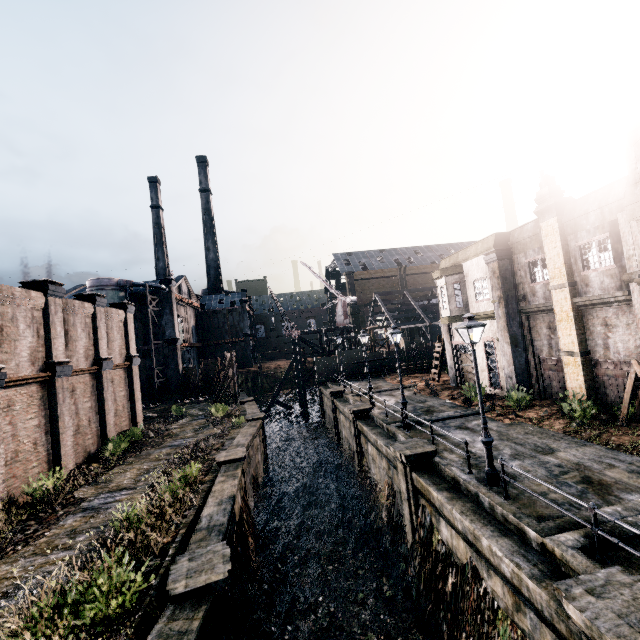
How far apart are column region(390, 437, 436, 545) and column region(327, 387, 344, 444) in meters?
15.9 m

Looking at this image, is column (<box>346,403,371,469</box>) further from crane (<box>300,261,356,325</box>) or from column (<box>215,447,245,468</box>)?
crane (<box>300,261,356,325</box>)

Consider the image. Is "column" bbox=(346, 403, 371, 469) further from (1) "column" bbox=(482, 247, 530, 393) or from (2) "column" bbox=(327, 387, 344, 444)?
(1) "column" bbox=(482, 247, 530, 393)

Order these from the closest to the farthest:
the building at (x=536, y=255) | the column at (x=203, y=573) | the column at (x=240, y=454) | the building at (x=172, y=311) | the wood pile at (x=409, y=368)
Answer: the column at (x=203, y=573) < the building at (x=536, y=255) < the column at (x=240, y=454) < the wood pile at (x=409, y=368) < the building at (x=172, y=311)

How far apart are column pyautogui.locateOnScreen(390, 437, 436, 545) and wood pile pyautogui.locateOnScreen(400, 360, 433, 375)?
21.5 meters

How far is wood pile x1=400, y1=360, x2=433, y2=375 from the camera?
36.2m

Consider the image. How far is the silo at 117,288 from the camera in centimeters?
4112cm

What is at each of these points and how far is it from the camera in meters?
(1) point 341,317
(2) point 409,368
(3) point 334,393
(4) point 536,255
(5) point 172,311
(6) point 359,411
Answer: (1) crane, 48.6
(2) wood pile, 36.4
(3) column, 30.7
(4) building, 19.0
(5) building, 46.2
(6) column, 22.1
